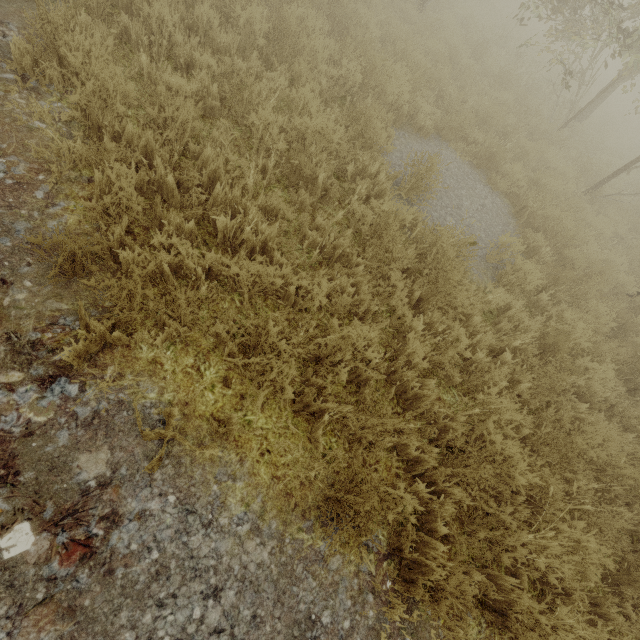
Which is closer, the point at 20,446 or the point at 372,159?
the point at 20,446
